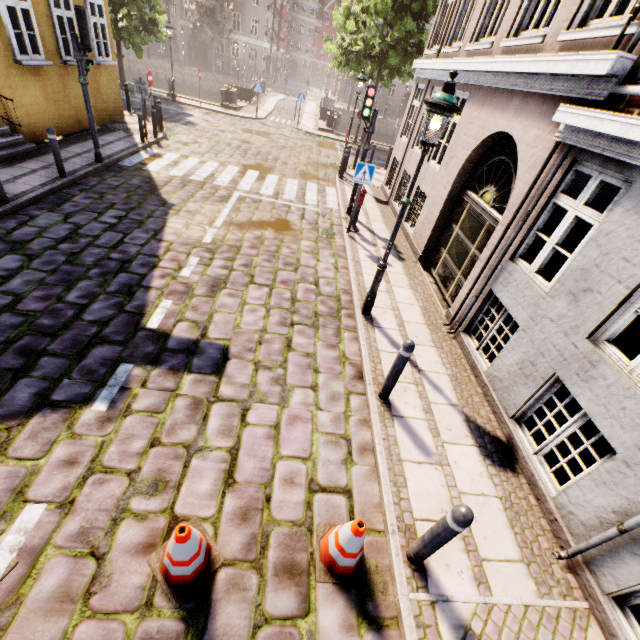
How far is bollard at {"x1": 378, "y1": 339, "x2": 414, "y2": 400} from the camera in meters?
4.1

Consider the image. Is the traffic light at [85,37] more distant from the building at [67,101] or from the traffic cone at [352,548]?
the building at [67,101]

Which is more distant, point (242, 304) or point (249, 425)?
point (242, 304)

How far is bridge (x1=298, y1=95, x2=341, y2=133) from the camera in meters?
23.3

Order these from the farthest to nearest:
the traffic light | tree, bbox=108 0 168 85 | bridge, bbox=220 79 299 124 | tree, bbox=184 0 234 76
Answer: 1. tree, bbox=184 0 234 76
2. bridge, bbox=220 79 299 124
3. tree, bbox=108 0 168 85
4. the traffic light

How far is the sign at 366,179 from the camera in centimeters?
820cm

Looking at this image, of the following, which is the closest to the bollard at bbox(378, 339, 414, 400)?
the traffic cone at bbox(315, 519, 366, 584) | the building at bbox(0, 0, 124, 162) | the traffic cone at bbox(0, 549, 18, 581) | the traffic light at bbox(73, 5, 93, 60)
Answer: the traffic cone at bbox(315, 519, 366, 584)

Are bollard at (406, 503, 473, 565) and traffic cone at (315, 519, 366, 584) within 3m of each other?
yes
